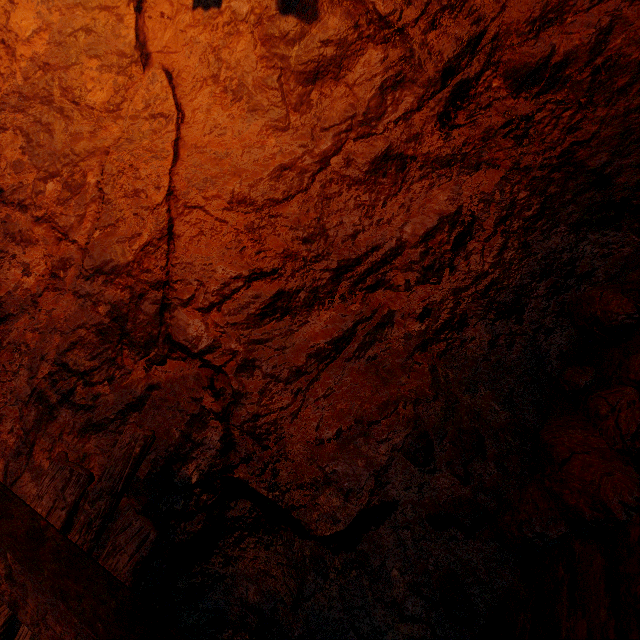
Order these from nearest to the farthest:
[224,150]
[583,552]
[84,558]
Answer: [583,552] < [84,558] < [224,150]

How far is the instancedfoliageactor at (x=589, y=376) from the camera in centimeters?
137cm

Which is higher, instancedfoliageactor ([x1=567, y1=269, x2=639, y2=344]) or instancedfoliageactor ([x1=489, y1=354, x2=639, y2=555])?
instancedfoliageactor ([x1=567, y1=269, x2=639, y2=344])

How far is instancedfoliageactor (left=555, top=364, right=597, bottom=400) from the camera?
1.4m

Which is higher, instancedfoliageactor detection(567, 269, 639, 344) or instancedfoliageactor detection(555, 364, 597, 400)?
instancedfoliageactor detection(567, 269, 639, 344)

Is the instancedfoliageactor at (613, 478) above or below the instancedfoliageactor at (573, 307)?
below
